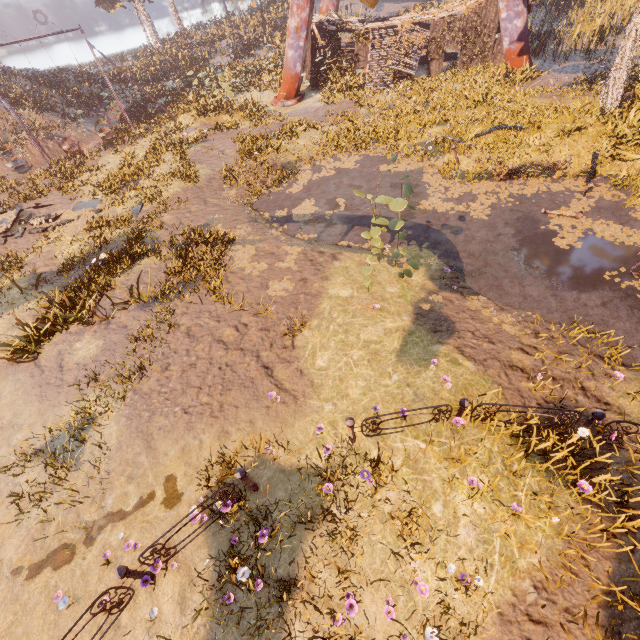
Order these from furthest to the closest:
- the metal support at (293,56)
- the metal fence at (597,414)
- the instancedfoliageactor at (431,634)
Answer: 1. the metal support at (293,56)
2. the metal fence at (597,414)
3. the instancedfoliageactor at (431,634)

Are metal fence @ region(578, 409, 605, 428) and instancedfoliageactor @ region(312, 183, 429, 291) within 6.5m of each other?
yes

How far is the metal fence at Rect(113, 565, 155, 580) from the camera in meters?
4.5

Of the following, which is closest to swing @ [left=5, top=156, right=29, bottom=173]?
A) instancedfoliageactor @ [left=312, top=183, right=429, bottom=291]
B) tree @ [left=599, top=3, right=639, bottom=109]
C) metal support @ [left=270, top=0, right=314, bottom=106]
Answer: metal support @ [left=270, top=0, right=314, bottom=106]

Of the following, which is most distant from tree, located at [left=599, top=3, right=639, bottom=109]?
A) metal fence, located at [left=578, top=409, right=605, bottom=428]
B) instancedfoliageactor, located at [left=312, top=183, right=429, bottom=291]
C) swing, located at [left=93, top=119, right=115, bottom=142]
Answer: swing, located at [left=93, top=119, right=115, bottom=142]

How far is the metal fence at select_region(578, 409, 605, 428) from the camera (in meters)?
5.01

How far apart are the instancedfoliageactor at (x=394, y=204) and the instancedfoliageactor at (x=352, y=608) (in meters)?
7.45

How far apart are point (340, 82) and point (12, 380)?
24.0m
